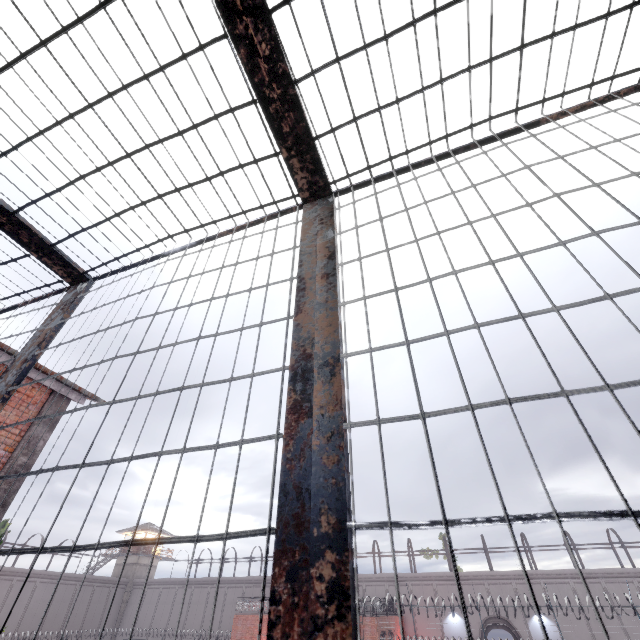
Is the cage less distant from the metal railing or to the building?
the metal railing

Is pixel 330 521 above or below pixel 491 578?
below

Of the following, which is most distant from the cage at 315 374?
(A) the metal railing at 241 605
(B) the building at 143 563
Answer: (B) the building at 143 563

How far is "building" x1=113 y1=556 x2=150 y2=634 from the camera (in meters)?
41.59

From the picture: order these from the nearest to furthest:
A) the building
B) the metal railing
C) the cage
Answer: the cage → the metal railing → the building

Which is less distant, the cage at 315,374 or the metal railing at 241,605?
the cage at 315,374

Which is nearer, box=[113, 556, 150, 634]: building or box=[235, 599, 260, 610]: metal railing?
box=[235, 599, 260, 610]: metal railing

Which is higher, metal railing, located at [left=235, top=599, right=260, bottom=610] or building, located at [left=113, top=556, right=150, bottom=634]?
building, located at [left=113, top=556, right=150, bottom=634]
